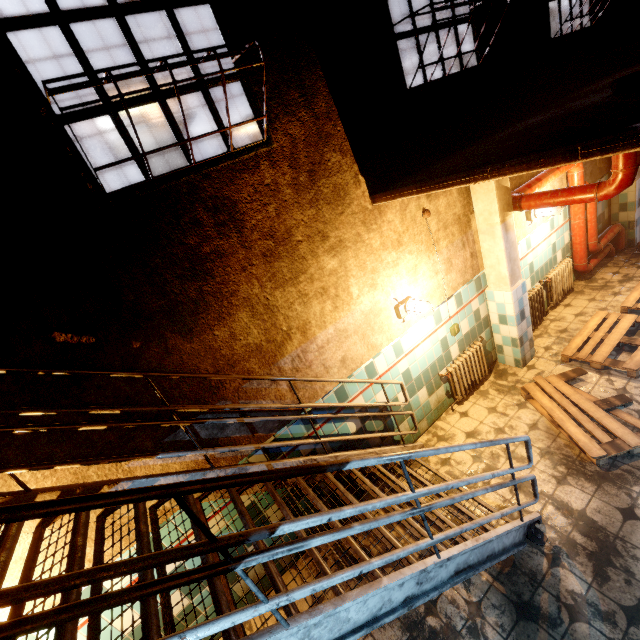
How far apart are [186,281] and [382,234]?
2.04m

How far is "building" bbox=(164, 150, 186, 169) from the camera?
28.46m

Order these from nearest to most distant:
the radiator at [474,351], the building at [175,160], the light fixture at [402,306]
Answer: the light fixture at [402,306]
the radiator at [474,351]
the building at [175,160]

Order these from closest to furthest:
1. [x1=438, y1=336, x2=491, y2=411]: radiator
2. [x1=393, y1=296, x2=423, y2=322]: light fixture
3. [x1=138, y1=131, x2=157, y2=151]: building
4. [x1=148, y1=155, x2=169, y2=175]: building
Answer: [x1=393, y1=296, x2=423, y2=322]: light fixture < [x1=438, y1=336, x2=491, y2=411]: radiator < [x1=138, y1=131, x2=157, y2=151]: building < [x1=148, y1=155, x2=169, y2=175]: building

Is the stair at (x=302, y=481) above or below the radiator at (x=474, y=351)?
above

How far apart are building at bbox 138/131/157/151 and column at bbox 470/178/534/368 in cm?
3062

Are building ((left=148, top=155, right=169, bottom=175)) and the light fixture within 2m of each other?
no

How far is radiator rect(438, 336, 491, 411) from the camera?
4.3 meters
